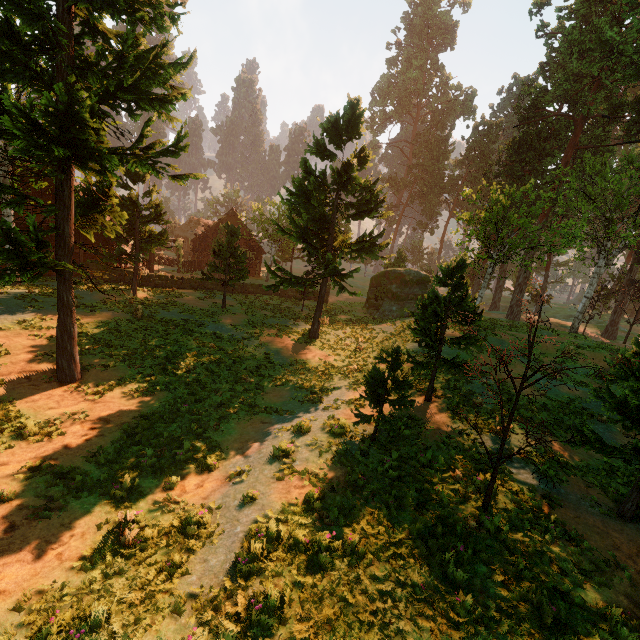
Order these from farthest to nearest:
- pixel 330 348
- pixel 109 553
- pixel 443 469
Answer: pixel 330 348 < pixel 443 469 < pixel 109 553

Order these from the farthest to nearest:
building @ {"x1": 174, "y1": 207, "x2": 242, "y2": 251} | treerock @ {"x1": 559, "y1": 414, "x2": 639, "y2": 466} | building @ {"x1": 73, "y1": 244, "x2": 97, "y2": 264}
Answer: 1. building @ {"x1": 174, "y1": 207, "x2": 242, "y2": 251}
2. building @ {"x1": 73, "y1": 244, "x2": 97, "y2": 264}
3. treerock @ {"x1": 559, "y1": 414, "x2": 639, "y2": 466}

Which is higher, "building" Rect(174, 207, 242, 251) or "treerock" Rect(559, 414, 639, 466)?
"building" Rect(174, 207, 242, 251)

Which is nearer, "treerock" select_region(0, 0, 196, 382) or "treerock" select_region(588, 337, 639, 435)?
"treerock" select_region(588, 337, 639, 435)

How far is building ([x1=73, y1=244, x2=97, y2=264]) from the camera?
24.4m

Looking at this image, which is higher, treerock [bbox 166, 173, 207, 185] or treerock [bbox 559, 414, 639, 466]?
treerock [bbox 166, 173, 207, 185]

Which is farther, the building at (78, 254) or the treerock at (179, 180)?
the building at (78, 254)
